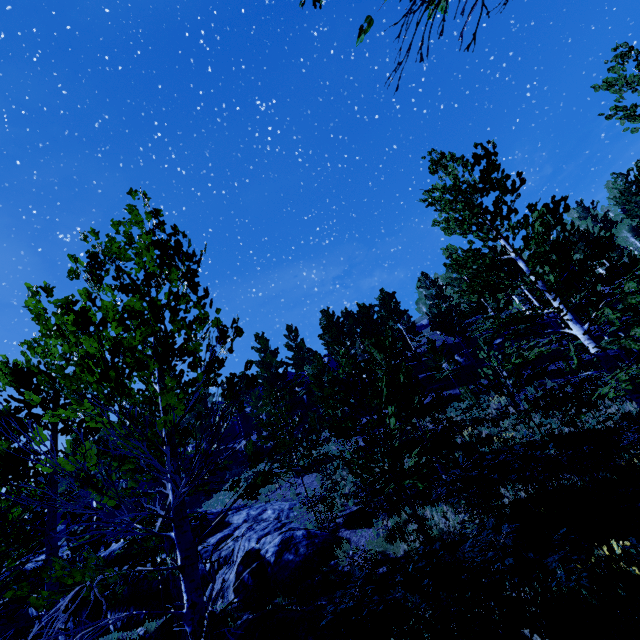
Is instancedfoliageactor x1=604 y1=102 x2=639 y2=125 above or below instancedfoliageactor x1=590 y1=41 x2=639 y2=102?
below

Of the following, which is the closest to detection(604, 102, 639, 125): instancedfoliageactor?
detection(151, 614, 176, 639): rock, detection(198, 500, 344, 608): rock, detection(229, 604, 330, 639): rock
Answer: detection(198, 500, 344, 608): rock

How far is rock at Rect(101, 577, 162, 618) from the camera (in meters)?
12.84

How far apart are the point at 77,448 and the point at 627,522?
9.39m

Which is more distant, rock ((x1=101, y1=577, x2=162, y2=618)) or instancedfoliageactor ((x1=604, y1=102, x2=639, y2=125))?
rock ((x1=101, y1=577, x2=162, y2=618))

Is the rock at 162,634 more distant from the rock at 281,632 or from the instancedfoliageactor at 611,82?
the rock at 281,632

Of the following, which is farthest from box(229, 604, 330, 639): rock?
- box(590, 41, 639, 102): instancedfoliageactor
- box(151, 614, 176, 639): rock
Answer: box(151, 614, 176, 639): rock

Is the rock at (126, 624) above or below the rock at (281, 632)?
above
